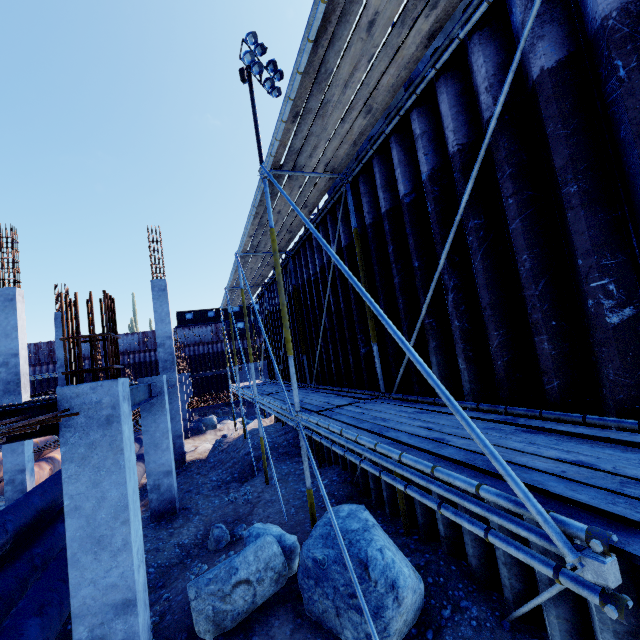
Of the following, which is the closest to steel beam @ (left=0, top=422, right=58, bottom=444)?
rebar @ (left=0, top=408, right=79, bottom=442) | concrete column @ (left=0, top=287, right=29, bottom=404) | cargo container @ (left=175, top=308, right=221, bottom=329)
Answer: rebar @ (left=0, top=408, right=79, bottom=442)

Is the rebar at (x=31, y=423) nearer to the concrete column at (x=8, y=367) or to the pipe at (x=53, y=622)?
the pipe at (x=53, y=622)

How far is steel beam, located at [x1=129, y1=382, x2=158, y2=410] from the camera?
5.82m

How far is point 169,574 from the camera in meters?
5.8 m

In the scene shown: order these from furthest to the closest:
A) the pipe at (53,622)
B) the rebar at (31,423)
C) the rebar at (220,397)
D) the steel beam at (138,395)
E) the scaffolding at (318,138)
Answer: the rebar at (220,397) → the steel beam at (138,395) → the pipe at (53,622) → the rebar at (31,423) → the scaffolding at (318,138)

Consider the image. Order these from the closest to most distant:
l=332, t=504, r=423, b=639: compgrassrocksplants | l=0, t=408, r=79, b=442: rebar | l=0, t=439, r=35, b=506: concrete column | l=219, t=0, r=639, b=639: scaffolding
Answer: l=219, t=0, r=639, b=639: scaffolding
l=0, t=408, r=79, b=442: rebar
l=332, t=504, r=423, b=639: compgrassrocksplants
l=0, t=439, r=35, b=506: concrete column

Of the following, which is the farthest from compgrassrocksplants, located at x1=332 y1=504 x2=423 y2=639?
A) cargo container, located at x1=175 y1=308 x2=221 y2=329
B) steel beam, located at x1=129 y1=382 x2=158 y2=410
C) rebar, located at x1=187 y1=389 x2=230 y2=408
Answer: cargo container, located at x1=175 y1=308 x2=221 y2=329

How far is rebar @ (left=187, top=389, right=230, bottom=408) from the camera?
18.9m
